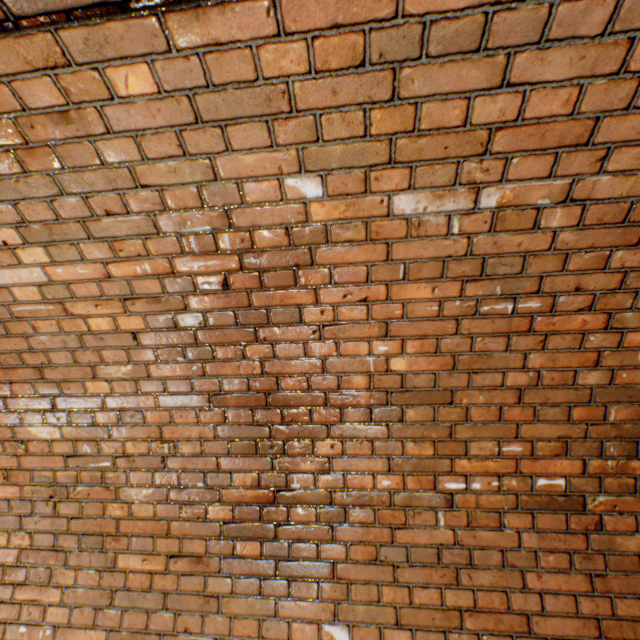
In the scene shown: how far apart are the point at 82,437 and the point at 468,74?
2.46m
